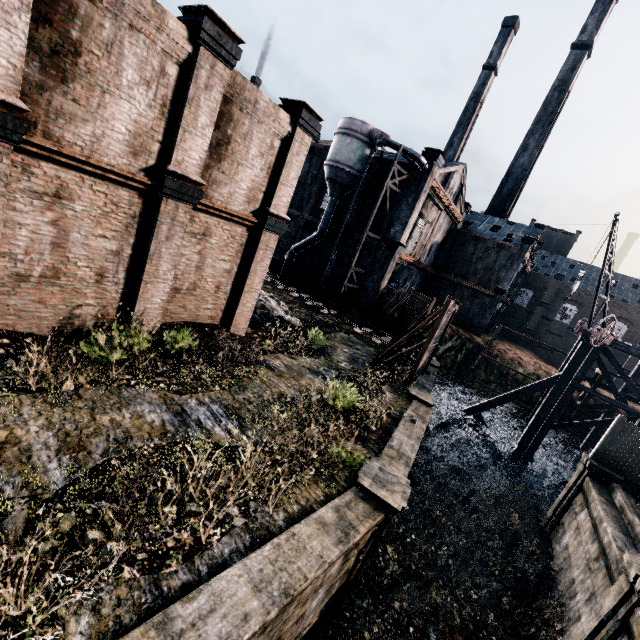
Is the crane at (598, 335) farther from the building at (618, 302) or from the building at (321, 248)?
the building at (618, 302)

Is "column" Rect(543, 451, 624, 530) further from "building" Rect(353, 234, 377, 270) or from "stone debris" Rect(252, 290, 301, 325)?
"building" Rect(353, 234, 377, 270)

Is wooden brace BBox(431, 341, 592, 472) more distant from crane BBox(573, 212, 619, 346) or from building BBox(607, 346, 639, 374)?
building BBox(607, 346, 639, 374)

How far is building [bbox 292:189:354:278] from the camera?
34.9m

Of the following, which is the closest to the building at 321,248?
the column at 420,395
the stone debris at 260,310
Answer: the stone debris at 260,310

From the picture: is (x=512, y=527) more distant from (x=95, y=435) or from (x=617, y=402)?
(x=95, y=435)

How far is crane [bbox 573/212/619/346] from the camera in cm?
1803

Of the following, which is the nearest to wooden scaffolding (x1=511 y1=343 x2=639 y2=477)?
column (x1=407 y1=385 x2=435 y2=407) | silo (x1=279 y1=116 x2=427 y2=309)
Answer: column (x1=407 y1=385 x2=435 y2=407)
